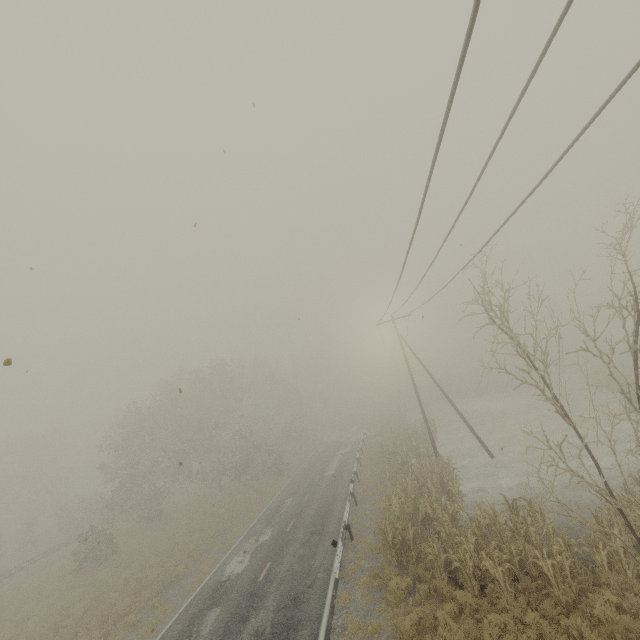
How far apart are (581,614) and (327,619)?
7.7 meters
